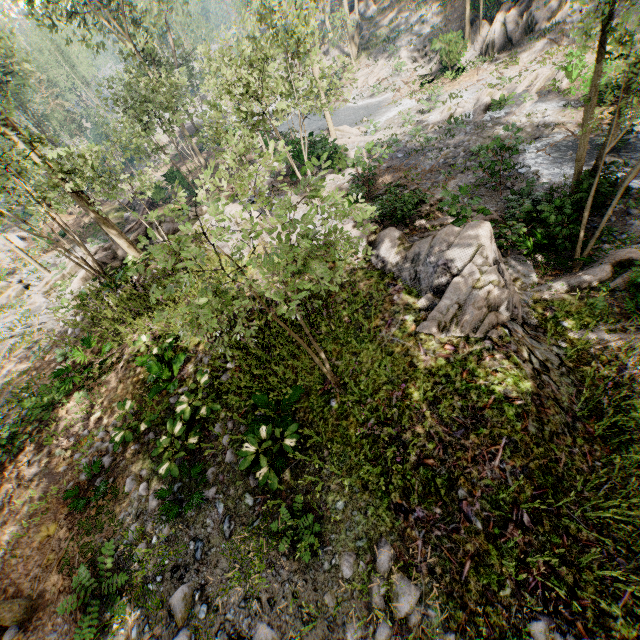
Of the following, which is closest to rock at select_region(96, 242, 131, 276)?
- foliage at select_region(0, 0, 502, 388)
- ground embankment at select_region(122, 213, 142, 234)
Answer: foliage at select_region(0, 0, 502, 388)

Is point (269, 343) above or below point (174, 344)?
below

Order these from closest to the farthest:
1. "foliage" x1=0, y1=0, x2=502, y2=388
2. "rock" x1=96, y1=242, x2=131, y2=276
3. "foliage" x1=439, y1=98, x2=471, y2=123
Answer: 1. "foliage" x1=0, y1=0, x2=502, y2=388
2. "rock" x1=96, y1=242, x2=131, y2=276
3. "foliage" x1=439, y1=98, x2=471, y2=123

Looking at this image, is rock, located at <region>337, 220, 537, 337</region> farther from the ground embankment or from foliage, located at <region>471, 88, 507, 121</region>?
the ground embankment

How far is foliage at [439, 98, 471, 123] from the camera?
21.22m

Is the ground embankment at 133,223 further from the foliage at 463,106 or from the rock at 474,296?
the rock at 474,296
